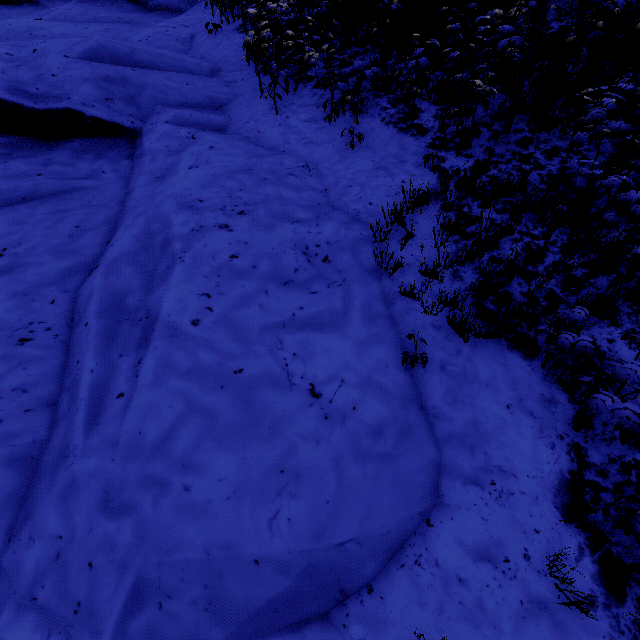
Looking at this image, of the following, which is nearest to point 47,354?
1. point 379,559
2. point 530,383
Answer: point 379,559
